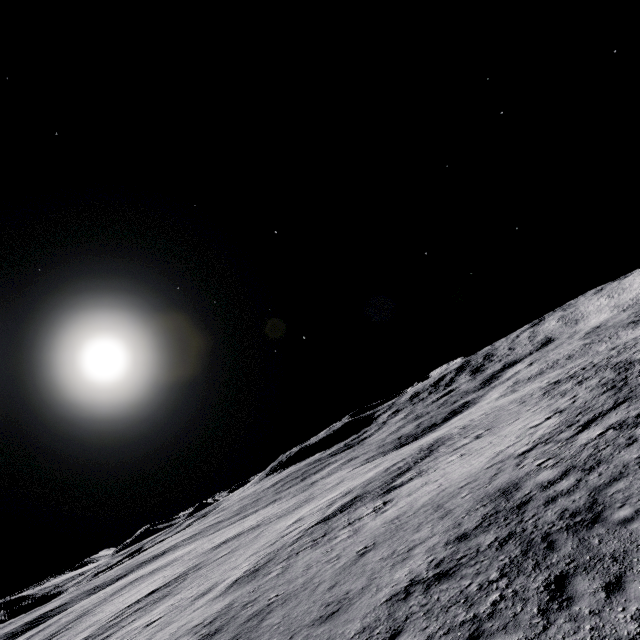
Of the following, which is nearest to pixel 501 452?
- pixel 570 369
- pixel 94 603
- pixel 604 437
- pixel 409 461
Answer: pixel 604 437
